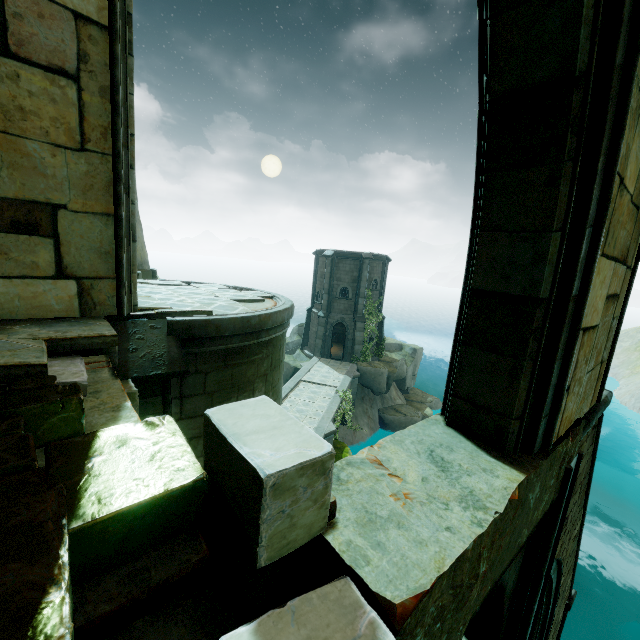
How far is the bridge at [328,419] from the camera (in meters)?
16.89

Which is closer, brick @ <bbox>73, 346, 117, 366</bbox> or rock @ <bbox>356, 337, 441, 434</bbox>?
brick @ <bbox>73, 346, 117, 366</bbox>

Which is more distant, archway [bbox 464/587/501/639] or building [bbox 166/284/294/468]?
building [bbox 166/284/294/468]

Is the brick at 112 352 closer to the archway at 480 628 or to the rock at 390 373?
the archway at 480 628

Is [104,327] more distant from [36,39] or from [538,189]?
[538,189]

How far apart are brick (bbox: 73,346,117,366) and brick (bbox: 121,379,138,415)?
0.2m

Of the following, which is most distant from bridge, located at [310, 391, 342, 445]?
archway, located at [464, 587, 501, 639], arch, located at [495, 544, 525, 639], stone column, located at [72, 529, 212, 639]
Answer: stone column, located at [72, 529, 212, 639]

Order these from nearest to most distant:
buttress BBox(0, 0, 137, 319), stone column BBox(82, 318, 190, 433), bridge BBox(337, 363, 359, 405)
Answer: stone column BBox(82, 318, 190, 433) → buttress BBox(0, 0, 137, 319) → bridge BBox(337, 363, 359, 405)
